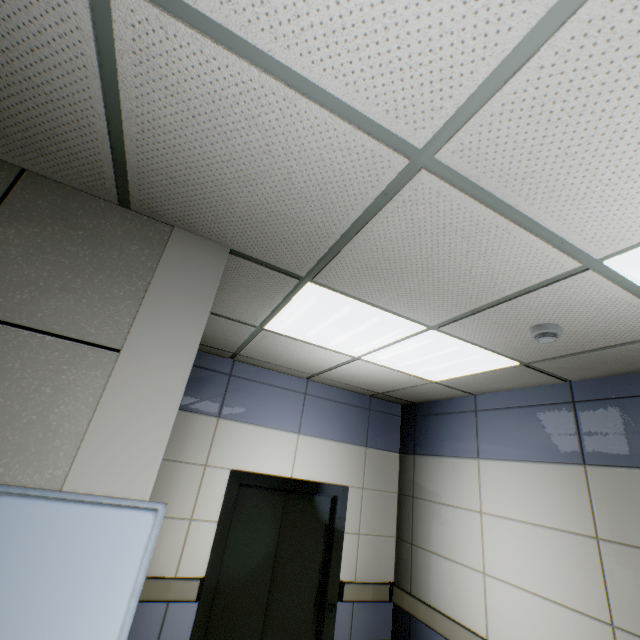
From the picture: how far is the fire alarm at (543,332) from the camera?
1.97m

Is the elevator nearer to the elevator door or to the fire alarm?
the elevator door

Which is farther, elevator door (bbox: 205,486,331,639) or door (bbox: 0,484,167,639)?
elevator door (bbox: 205,486,331,639)

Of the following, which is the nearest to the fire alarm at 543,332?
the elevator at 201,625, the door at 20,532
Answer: the door at 20,532

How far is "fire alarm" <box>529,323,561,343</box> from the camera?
1.97m

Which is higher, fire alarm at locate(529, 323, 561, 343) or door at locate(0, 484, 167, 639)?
fire alarm at locate(529, 323, 561, 343)

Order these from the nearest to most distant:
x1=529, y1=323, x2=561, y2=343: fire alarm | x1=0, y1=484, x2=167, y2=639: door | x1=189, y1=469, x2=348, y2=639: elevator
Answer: x1=0, y1=484, x2=167, y2=639: door → x1=529, y1=323, x2=561, y2=343: fire alarm → x1=189, y1=469, x2=348, y2=639: elevator

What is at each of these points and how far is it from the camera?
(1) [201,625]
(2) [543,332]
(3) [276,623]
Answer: (1) elevator, 2.97m
(2) fire alarm, 2.00m
(3) elevator door, 3.35m
